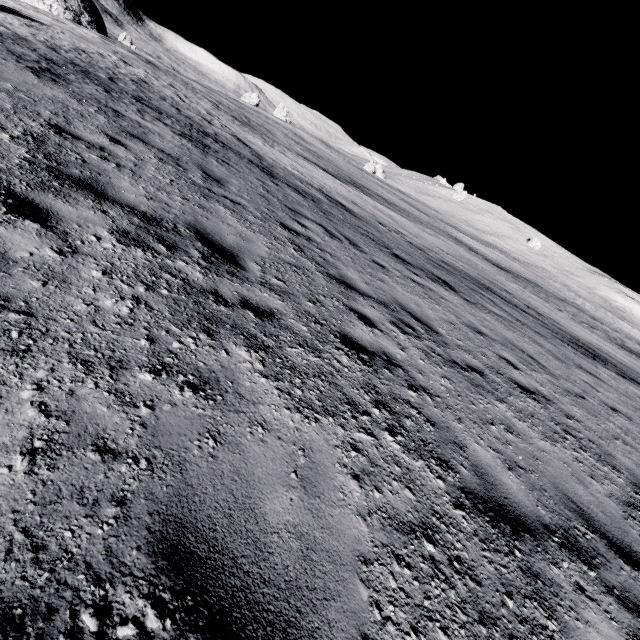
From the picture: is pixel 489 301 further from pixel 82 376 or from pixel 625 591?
pixel 82 376
